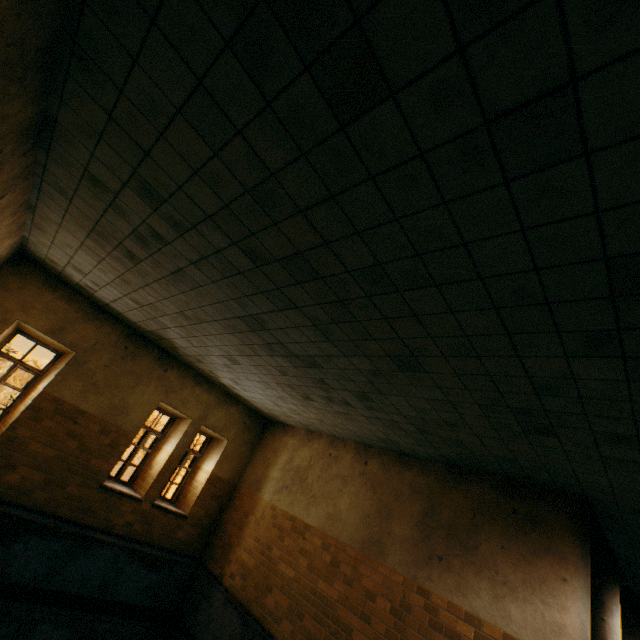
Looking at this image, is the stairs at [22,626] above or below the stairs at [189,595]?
below

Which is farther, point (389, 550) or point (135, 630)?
point (135, 630)

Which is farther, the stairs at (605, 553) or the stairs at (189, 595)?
the stairs at (189, 595)

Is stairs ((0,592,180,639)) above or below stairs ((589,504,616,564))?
below

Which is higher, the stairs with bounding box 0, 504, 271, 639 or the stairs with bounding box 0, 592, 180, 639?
the stairs with bounding box 0, 504, 271, 639

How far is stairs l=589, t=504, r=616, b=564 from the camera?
5.4 meters

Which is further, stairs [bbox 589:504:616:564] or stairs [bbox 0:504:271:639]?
stairs [bbox 0:504:271:639]
